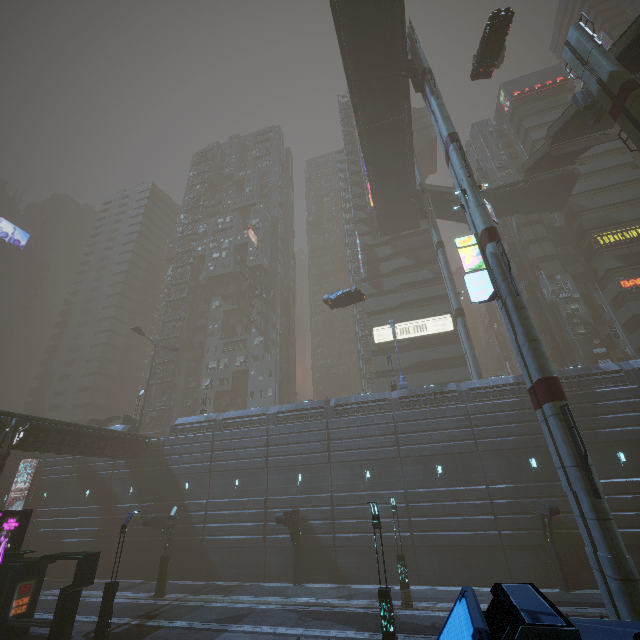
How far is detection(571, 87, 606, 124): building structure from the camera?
24.3 meters

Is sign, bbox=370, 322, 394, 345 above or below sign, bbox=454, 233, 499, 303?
Answer: above

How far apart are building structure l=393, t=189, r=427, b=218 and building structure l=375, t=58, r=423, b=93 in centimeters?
1471cm

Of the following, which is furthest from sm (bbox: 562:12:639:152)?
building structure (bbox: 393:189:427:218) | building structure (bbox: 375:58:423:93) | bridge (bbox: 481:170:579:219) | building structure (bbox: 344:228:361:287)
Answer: building structure (bbox: 344:228:361:287)

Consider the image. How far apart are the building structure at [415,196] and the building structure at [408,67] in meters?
14.7

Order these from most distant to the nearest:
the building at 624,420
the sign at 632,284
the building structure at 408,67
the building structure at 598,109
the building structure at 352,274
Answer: the building structure at 352,274 → the sign at 632,284 → the building structure at 408,67 → the building structure at 598,109 → the building at 624,420

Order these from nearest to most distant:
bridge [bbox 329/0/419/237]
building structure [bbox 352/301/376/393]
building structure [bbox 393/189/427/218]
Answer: bridge [bbox 329/0/419/237] → building structure [bbox 393/189/427/218] → building structure [bbox 352/301/376/393]

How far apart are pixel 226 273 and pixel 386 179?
32.41m
